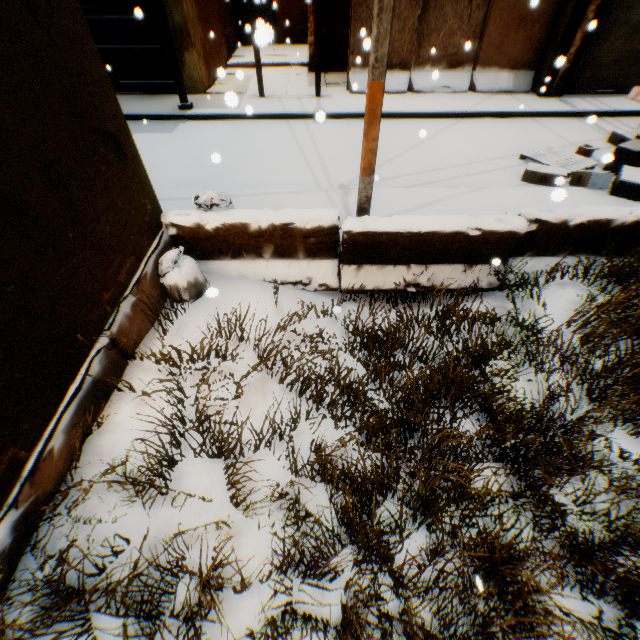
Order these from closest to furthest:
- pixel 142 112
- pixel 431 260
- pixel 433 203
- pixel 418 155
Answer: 1. pixel 431 260
2. pixel 433 203
3. pixel 418 155
4. pixel 142 112

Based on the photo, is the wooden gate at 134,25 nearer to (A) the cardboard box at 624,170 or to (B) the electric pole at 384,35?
(B) the electric pole at 384,35

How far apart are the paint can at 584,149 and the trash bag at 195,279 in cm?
899

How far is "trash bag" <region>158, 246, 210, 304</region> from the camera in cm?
404

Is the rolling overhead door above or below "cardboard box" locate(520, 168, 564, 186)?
above

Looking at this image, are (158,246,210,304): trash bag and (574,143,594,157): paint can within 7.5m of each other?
no

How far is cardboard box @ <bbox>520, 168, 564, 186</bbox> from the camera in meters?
6.0 m

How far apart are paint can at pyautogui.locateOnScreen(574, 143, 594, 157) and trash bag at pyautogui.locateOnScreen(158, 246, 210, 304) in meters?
9.0
